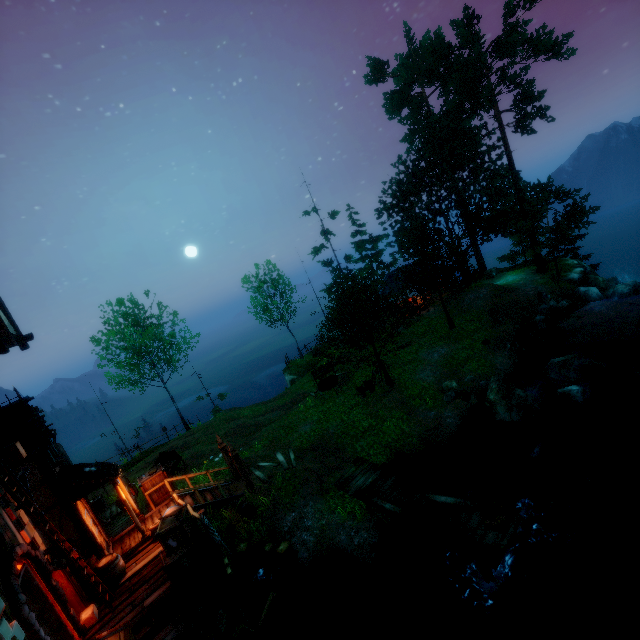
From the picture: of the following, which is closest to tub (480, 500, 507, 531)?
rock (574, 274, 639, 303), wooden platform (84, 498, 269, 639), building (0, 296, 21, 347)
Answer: wooden platform (84, 498, 269, 639)

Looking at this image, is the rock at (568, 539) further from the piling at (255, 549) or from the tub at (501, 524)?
the piling at (255, 549)

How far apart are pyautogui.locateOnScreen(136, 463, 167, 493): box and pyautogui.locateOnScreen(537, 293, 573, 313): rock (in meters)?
24.70

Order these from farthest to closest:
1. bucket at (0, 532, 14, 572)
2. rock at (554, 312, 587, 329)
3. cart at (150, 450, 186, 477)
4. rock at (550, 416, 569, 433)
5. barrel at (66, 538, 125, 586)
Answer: rock at (554, 312, 587, 329)
cart at (150, 450, 186, 477)
rock at (550, 416, 569, 433)
barrel at (66, 538, 125, 586)
bucket at (0, 532, 14, 572)

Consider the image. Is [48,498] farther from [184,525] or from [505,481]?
[505,481]

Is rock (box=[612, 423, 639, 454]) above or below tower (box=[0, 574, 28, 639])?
below

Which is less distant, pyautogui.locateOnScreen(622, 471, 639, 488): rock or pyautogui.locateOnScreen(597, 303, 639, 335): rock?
pyautogui.locateOnScreen(622, 471, 639, 488): rock

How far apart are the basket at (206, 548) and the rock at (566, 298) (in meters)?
23.92
